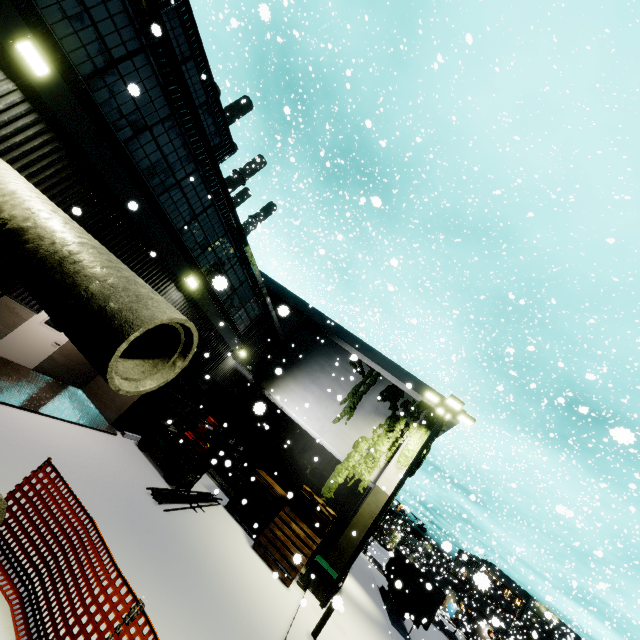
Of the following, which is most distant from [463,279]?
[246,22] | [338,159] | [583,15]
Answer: [246,22]

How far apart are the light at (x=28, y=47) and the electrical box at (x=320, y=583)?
16.72m

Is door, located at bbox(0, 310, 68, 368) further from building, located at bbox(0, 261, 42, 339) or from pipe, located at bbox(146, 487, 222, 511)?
pipe, located at bbox(146, 487, 222, 511)

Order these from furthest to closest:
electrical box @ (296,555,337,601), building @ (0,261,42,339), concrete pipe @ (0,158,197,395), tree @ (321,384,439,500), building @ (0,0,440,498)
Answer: tree @ (321,384,439,500), electrical box @ (296,555,337,601), building @ (0,261,42,339), building @ (0,0,440,498), concrete pipe @ (0,158,197,395)

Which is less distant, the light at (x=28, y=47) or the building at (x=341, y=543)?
the light at (x=28, y=47)

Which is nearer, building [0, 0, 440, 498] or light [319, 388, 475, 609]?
building [0, 0, 440, 498]

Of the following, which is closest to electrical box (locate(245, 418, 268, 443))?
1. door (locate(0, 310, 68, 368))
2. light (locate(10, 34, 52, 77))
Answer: door (locate(0, 310, 68, 368))

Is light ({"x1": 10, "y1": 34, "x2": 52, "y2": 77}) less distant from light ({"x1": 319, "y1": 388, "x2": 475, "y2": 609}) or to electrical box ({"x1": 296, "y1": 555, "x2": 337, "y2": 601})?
light ({"x1": 319, "y1": 388, "x2": 475, "y2": 609})
